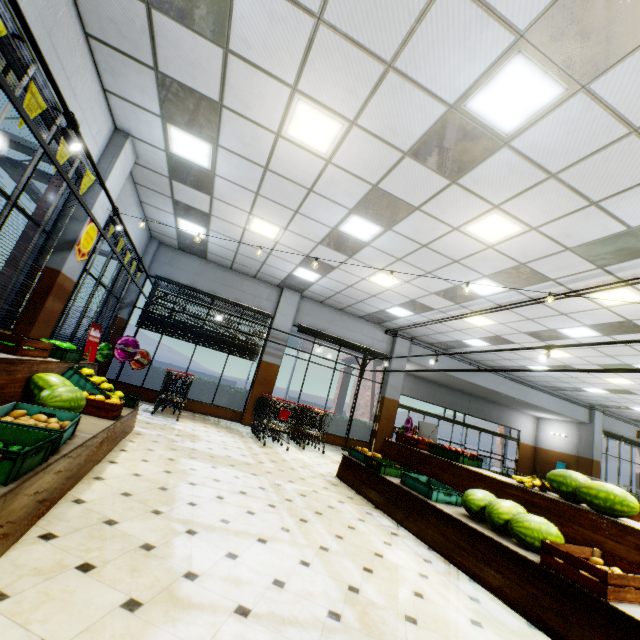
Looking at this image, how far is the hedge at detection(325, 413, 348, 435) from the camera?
12.2m

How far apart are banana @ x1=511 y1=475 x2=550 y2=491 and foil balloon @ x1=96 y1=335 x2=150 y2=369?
9.0m

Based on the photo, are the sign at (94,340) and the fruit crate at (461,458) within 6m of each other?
no

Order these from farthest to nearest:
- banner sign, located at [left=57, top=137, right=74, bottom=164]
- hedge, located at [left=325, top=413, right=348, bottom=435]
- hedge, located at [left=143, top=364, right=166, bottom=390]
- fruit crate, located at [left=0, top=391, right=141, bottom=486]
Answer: hedge, located at [left=325, top=413, right=348, bottom=435] → hedge, located at [left=143, top=364, right=166, bottom=390] → banner sign, located at [left=57, top=137, right=74, bottom=164] → fruit crate, located at [left=0, top=391, right=141, bottom=486]

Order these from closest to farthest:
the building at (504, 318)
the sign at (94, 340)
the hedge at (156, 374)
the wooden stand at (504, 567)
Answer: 1. the wooden stand at (504, 567)
2. the sign at (94, 340)
3. the building at (504, 318)
4. the hedge at (156, 374)

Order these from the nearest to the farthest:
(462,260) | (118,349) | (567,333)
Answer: (462,260)
(118,349)
(567,333)

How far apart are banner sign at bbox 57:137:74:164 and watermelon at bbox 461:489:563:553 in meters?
6.5

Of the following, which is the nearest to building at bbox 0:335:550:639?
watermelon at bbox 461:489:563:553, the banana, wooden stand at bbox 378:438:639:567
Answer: wooden stand at bbox 378:438:639:567
